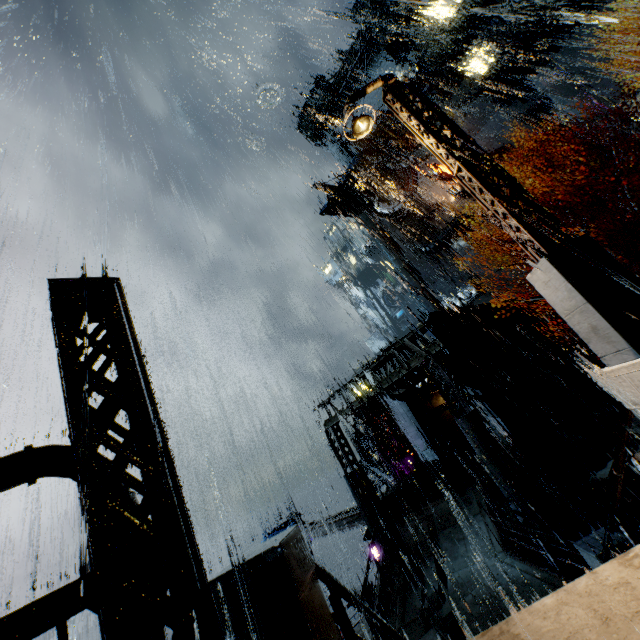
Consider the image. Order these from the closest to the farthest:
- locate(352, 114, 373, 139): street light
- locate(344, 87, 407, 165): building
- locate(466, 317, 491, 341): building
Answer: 1. locate(352, 114, 373, 139): street light
2. locate(466, 317, 491, 341): building
3. locate(344, 87, 407, 165): building

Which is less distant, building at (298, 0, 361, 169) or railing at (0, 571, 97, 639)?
railing at (0, 571, 97, 639)

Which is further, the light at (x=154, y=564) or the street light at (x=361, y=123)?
the street light at (x=361, y=123)

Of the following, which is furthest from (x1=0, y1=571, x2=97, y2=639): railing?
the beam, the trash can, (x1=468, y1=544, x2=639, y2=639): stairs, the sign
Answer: the sign

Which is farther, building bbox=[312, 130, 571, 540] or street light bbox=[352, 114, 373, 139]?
building bbox=[312, 130, 571, 540]

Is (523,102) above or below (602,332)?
above

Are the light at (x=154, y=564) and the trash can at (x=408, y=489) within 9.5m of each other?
no

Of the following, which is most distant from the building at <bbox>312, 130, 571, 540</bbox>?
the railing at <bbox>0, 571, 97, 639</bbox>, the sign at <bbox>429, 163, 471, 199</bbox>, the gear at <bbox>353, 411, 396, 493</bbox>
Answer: the gear at <bbox>353, 411, 396, 493</bbox>
